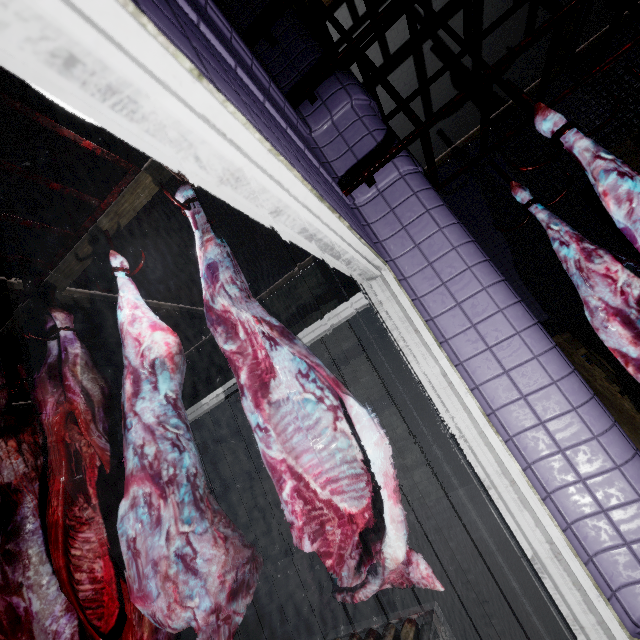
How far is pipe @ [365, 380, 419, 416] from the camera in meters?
4.8 m

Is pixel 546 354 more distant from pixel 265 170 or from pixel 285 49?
pixel 285 49

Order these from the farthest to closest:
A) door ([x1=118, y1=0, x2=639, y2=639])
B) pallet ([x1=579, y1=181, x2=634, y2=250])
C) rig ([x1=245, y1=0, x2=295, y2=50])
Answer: pallet ([x1=579, y1=181, x2=634, y2=250]), rig ([x1=245, y1=0, x2=295, y2=50]), door ([x1=118, y1=0, x2=639, y2=639])

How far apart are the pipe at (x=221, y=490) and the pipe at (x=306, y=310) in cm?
171

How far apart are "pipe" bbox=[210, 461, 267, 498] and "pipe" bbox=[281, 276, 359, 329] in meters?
1.7 m

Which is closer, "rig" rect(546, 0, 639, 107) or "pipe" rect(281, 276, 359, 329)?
"rig" rect(546, 0, 639, 107)

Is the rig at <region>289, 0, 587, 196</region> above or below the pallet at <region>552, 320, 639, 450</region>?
above

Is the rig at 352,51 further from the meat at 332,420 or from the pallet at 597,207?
the pallet at 597,207
